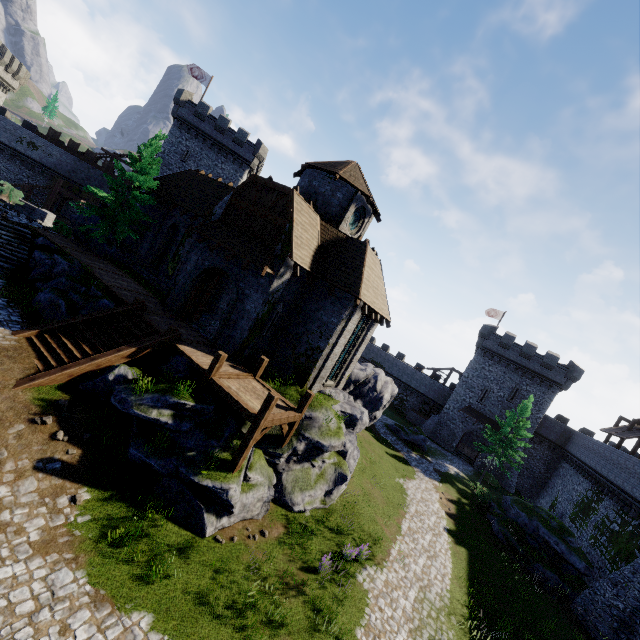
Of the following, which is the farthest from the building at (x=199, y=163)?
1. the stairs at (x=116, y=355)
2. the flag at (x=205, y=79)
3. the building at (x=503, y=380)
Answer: the building at (x=503, y=380)

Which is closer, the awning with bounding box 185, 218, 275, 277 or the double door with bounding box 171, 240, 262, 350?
the awning with bounding box 185, 218, 275, 277

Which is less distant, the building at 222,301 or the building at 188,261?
the building at 188,261

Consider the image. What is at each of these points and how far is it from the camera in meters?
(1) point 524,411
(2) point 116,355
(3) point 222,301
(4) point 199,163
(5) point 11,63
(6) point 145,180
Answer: (1) tree, 32.7
(2) stairs, 12.5
(3) building, 21.2
(4) building, 40.1
(5) building, 36.5
(6) tree, 21.8

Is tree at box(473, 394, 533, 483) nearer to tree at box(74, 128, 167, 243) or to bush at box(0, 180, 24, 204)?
tree at box(74, 128, 167, 243)

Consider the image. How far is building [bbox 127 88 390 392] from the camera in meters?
16.2 m

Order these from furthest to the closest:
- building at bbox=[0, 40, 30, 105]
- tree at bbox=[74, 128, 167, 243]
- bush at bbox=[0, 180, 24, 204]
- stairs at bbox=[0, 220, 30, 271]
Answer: building at bbox=[0, 40, 30, 105] → bush at bbox=[0, 180, 24, 204] → tree at bbox=[74, 128, 167, 243] → stairs at bbox=[0, 220, 30, 271]

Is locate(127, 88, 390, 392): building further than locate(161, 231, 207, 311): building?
No
